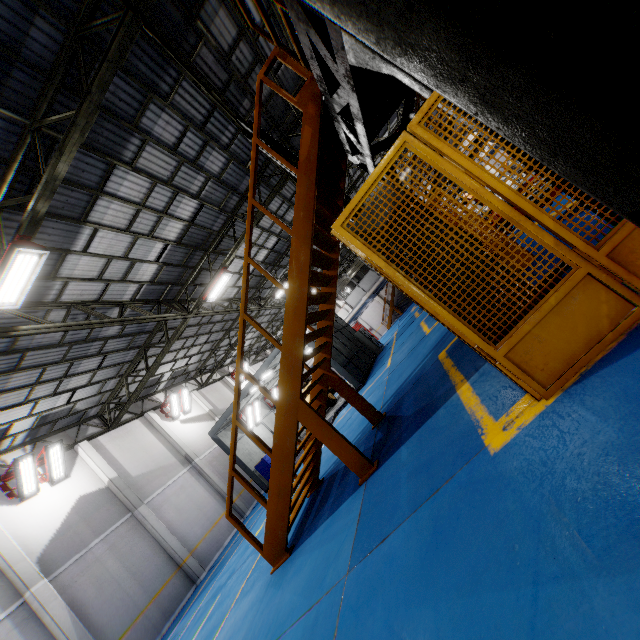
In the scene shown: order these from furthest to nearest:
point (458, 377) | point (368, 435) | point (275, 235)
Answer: point (275, 235)
point (368, 435)
point (458, 377)

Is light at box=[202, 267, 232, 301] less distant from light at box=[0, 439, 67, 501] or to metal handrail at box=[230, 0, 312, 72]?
light at box=[0, 439, 67, 501]

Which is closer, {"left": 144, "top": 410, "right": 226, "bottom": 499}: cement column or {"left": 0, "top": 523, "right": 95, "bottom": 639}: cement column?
{"left": 0, "top": 523, "right": 95, "bottom": 639}: cement column

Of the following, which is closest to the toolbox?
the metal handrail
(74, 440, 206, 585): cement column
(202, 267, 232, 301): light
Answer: (74, 440, 206, 585): cement column

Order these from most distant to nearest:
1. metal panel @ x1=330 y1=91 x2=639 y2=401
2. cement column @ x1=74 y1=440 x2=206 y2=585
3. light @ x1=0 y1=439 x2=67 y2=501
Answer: cement column @ x1=74 y1=440 x2=206 y2=585
light @ x1=0 y1=439 x2=67 y2=501
metal panel @ x1=330 y1=91 x2=639 y2=401

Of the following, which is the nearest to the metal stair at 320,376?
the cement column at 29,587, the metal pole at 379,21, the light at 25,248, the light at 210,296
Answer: the metal pole at 379,21

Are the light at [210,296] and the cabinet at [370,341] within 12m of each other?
yes

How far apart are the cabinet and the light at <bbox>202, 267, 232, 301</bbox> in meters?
11.0
